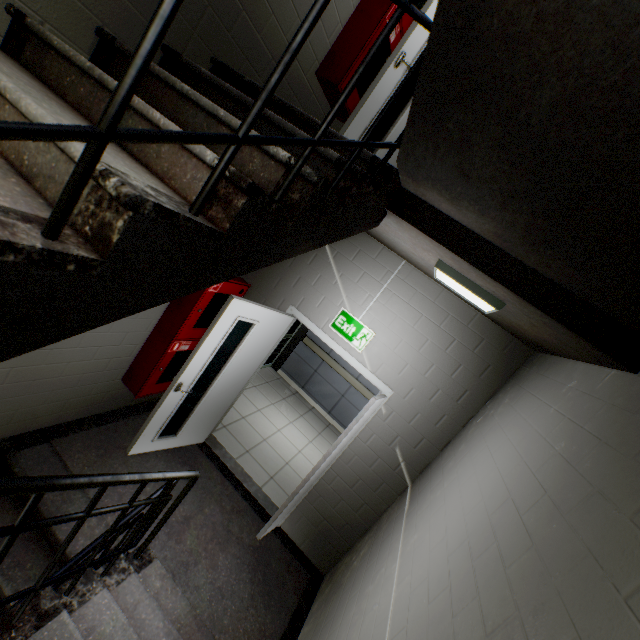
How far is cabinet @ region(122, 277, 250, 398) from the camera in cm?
325

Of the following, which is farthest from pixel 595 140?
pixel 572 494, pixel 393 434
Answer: pixel 393 434

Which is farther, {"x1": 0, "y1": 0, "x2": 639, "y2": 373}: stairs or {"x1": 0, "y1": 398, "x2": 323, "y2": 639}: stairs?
{"x1": 0, "y1": 398, "x2": 323, "y2": 639}: stairs

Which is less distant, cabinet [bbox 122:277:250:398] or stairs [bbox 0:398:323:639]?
stairs [bbox 0:398:323:639]

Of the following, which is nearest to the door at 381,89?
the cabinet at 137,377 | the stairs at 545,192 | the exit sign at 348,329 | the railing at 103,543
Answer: the stairs at 545,192

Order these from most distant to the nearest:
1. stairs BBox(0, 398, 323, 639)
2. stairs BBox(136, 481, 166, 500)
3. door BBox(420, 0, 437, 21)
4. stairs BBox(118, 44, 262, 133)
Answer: stairs BBox(136, 481, 166, 500) < door BBox(420, 0, 437, 21) < stairs BBox(0, 398, 323, 639) < stairs BBox(118, 44, 262, 133)

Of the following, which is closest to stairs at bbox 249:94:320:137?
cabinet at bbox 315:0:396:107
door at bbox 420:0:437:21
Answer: door at bbox 420:0:437:21

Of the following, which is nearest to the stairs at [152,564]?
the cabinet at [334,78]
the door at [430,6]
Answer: the door at [430,6]
